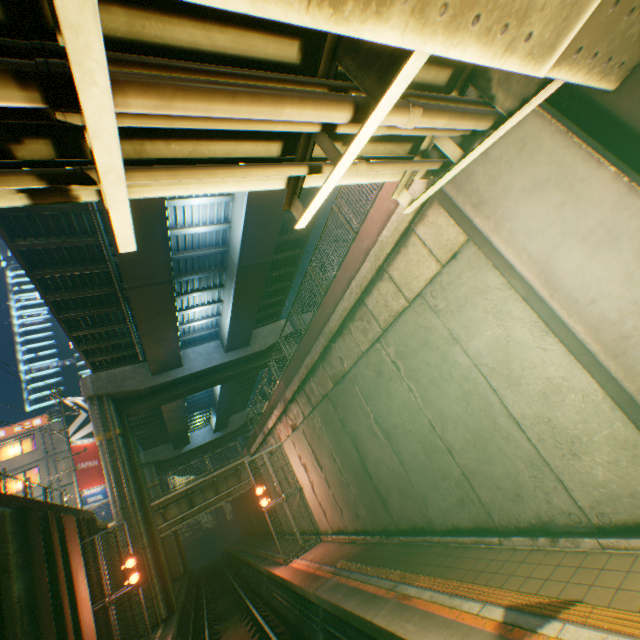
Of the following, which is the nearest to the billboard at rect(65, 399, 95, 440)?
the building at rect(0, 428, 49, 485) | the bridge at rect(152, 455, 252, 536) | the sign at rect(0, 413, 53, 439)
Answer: the building at rect(0, 428, 49, 485)

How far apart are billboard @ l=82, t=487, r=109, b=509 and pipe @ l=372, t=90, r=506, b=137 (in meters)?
35.86

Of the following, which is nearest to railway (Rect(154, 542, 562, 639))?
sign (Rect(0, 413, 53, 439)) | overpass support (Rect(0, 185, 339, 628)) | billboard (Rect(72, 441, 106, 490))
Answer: overpass support (Rect(0, 185, 339, 628))

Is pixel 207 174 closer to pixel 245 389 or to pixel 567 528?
pixel 567 528

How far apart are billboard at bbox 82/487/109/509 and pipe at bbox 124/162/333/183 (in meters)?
35.13

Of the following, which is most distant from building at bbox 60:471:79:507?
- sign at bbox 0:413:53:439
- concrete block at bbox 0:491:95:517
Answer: concrete block at bbox 0:491:95:517

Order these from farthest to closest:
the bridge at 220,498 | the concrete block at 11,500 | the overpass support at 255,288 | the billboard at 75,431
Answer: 1. the billboard at 75,431
2. the bridge at 220,498
3. the overpass support at 255,288
4. the concrete block at 11,500

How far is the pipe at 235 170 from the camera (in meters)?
2.54
